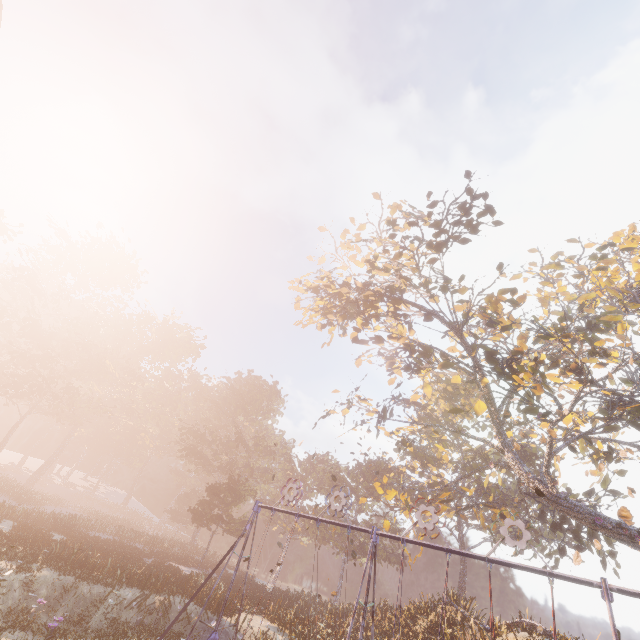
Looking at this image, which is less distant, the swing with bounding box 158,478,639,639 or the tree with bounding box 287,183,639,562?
the swing with bounding box 158,478,639,639

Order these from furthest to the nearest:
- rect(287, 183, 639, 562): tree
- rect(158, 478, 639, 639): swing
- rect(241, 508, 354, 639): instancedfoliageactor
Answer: rect(241, 508, 354, 639): instancedfoliageactor, rect(287, 183, 639, 562): tree, rect(158, 478, 639, 639): swing

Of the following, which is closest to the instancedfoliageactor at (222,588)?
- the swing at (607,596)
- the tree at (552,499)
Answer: the swing at (607,596)

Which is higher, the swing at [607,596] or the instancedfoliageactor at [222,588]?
the swing at [607,596]

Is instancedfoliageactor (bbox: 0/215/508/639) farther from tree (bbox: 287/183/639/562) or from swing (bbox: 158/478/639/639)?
tree (bbox: 287/183/639/562)

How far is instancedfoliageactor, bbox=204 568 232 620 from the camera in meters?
17.7

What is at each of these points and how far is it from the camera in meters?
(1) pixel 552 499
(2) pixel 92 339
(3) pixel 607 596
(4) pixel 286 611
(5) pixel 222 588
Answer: (1) tree, 17.2
(2) instancedfoliageactor, 56.6
(3) swing, 7.2
(4) instancedfoliageactor, 19.6
(5) instancedfoliageactor, 20.9
